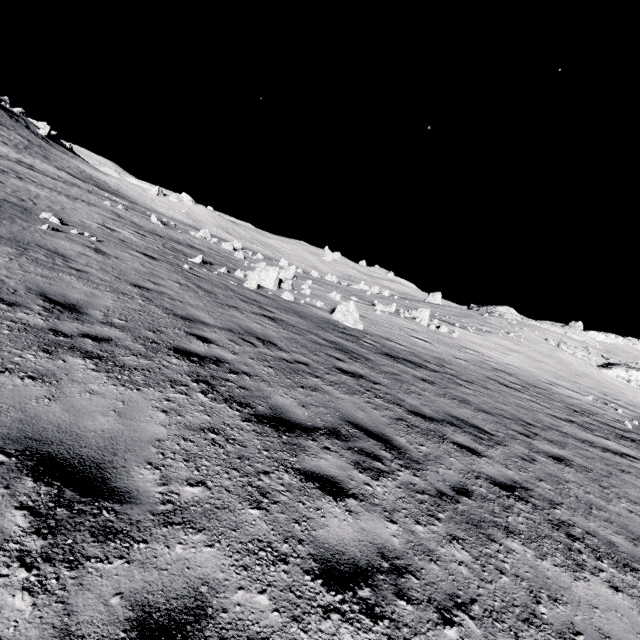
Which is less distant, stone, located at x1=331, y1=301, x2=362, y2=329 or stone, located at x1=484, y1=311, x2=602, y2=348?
stone, located at x1=331, y1=301, x2=362, y2=329

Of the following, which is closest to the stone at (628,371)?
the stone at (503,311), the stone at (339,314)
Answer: the stone at (503,311)

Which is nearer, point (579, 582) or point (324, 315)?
point (579, 582)

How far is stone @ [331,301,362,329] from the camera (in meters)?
16.70

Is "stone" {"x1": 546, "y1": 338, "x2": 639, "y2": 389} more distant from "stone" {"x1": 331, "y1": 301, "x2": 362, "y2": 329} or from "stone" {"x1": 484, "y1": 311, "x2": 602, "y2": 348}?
"stone" {"x1": 331, "y1": 301, "x2": 362, "y2": 329}

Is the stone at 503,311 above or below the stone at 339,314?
above

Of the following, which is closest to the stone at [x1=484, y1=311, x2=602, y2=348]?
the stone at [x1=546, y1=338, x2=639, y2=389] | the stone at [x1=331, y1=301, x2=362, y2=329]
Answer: the stone at [x1=546, y1=338, x2=639, y2=389]
